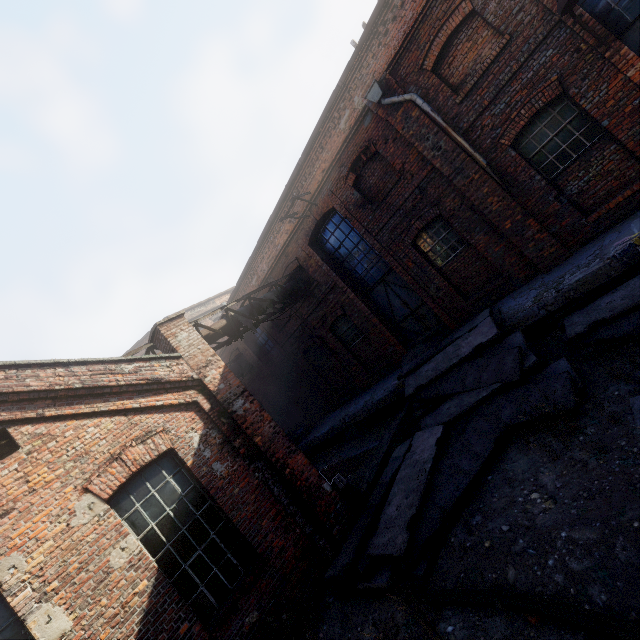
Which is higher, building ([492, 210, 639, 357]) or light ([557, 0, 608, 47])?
light ([557, 0, 608, 47])

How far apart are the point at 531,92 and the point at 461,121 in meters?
1.4

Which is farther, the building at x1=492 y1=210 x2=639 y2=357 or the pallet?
the pallet

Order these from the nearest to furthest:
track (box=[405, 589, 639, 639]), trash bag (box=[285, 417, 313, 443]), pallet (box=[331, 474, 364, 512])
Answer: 1. track (box=[405, 589, 639, 639])
2. pallet (box=[331, 474, 364, 512])
3. trash bag (box=[285, 417, 313, 443])

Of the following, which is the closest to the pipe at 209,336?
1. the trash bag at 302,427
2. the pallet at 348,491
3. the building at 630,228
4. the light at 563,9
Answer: the building at 630,228

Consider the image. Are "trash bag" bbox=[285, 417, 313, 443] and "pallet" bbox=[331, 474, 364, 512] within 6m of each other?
no

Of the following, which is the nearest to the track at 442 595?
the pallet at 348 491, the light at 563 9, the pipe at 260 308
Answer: the pallet at 348 491

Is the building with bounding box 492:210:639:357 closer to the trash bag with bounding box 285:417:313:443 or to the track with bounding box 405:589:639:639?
the trash bag with bounding box 285:417:313:443
